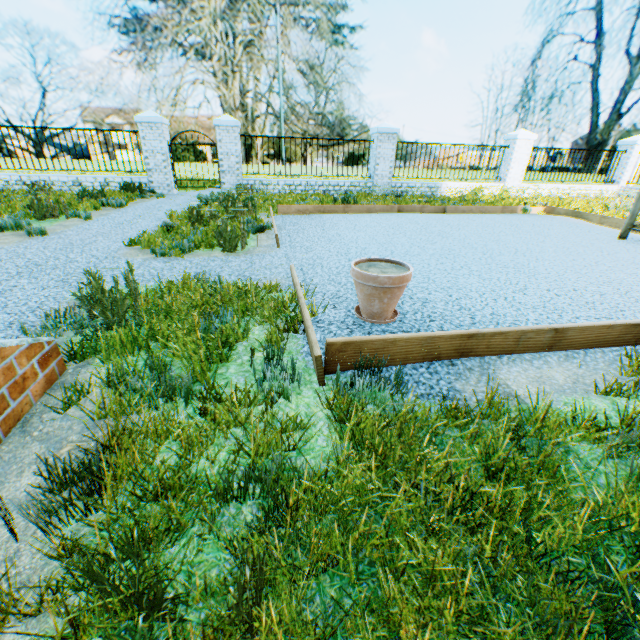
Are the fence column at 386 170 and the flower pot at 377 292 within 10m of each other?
no

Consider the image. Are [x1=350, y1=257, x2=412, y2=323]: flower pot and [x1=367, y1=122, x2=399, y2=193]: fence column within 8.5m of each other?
no

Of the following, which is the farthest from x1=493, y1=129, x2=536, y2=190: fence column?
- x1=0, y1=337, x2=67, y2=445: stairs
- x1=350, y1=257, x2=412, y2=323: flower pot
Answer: x1=0, y1=337, x2=67, y2=445: stairs

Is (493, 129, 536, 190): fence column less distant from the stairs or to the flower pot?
the flower pot

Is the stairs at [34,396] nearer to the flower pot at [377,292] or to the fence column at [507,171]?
the flower pot at [377,292]

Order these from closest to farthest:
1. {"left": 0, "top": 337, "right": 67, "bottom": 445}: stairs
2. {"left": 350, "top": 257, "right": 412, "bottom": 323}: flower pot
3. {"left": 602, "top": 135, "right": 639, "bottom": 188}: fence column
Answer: {"left": 0, "top": 337, "right": 67, "bottom": 445}: stairs, {"left": 350, "top": 257, "right": 412, "bottom": 323}: flower pot, {"left": 602, "top": 135, "right": 639, "bottom": 188}: fence column

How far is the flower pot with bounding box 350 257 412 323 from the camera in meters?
2.4 m

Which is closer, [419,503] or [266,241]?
[419,503]
